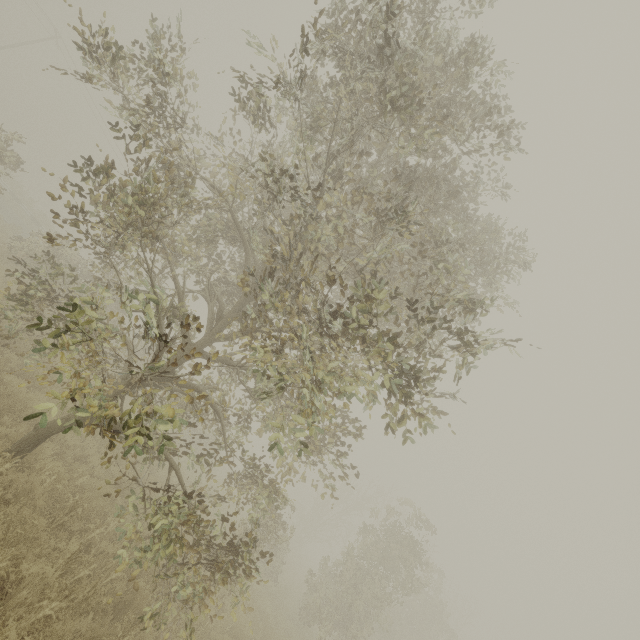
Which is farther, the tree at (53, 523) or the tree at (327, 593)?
the tree at (53, 523)

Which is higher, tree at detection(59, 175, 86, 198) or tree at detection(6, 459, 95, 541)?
tree at detection(59, 175, 86, 198)

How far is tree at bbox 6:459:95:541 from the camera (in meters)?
5.32

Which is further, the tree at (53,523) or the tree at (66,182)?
the tree at (53,523)

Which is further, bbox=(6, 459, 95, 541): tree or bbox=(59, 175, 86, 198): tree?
bbox=(6, 459, 95, 541): tree

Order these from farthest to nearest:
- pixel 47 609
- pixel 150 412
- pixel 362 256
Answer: pixel 362 256, pixel 47 609, pixel 150 412

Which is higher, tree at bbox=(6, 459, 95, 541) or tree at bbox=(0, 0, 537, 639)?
tree at bbox=(0, 0, 537, 639)

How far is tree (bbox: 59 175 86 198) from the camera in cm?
427
